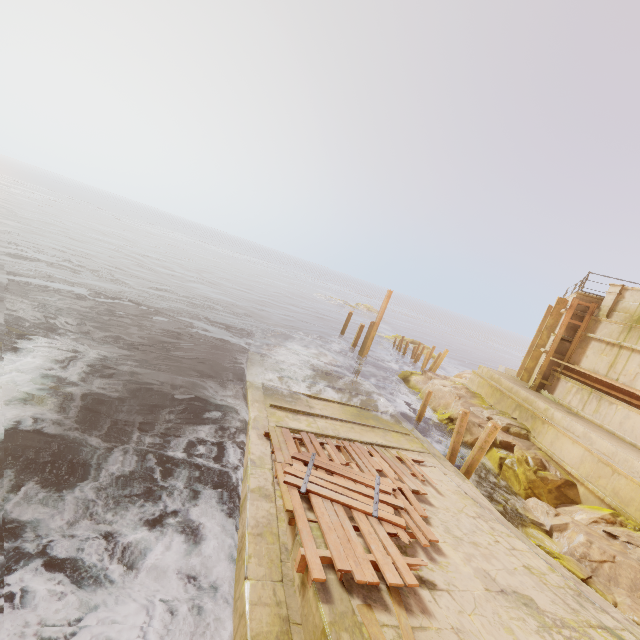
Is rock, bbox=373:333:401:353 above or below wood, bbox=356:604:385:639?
below

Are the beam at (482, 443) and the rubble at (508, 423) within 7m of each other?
yes

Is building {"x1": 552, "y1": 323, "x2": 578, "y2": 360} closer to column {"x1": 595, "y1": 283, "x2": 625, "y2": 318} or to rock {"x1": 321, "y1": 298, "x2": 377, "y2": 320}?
column {"x1": 595, "y1": 283, "x2": 625, "y2": 318}

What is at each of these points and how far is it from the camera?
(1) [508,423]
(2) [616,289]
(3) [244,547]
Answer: (1) rubble, 13.5m
(2) column, 13.8m
(3) walkway, 5.4m

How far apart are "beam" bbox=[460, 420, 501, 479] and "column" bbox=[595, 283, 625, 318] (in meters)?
8.03

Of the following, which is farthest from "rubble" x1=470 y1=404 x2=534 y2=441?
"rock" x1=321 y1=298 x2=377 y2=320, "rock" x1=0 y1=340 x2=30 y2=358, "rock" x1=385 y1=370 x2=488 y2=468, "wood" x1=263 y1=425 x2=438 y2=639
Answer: "rock" x1=321 y1=298 x2=377 y2=320

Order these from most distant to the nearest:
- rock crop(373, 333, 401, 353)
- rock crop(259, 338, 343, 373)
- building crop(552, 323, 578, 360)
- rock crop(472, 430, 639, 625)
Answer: rock crop(373, 333, 401, 353) → rock crop(259, 338, 343, 373) → building crop(552, 323, 578, 360) → rock crop(472, 430, 639, 625)

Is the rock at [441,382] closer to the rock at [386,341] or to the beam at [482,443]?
the beam at [482,443]
